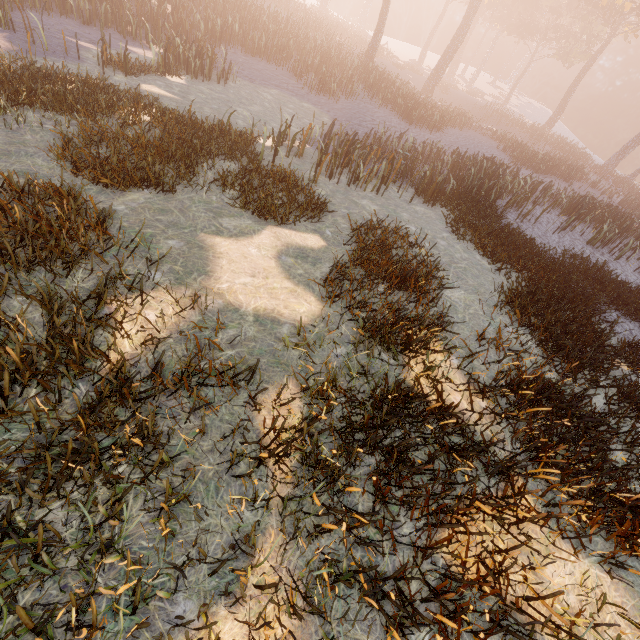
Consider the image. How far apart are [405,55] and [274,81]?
58.0 meters
